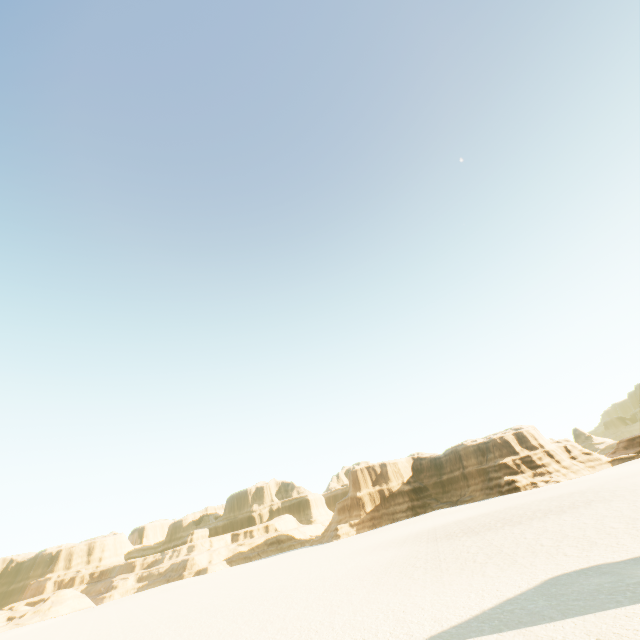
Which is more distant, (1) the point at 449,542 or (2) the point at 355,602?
(1) the point at 449,542
